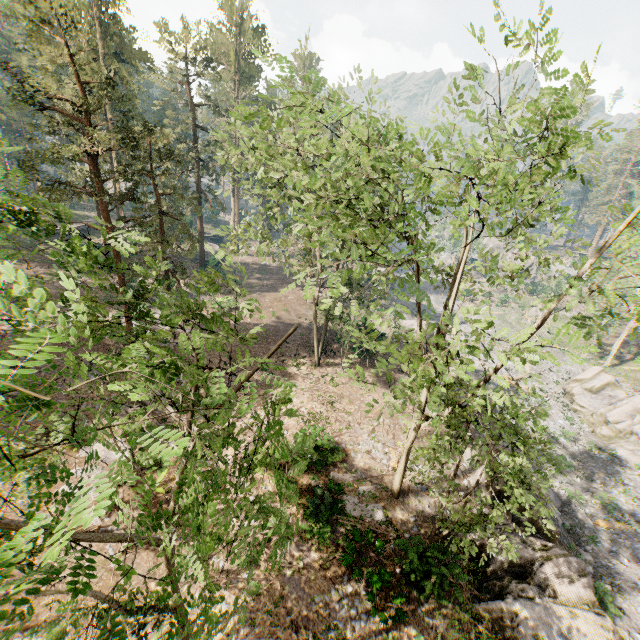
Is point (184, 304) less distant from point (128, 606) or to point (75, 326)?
point (75, 326)

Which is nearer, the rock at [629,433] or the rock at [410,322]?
the rock at [629,433]

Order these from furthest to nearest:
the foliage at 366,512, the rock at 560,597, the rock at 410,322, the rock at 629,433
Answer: the rock at 410,322, the rock at 629,433, the foliage at 366,512, the rock at 560,597

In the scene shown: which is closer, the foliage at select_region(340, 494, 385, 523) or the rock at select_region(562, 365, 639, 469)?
the foliage at select_region(340, 494, 385, 523)

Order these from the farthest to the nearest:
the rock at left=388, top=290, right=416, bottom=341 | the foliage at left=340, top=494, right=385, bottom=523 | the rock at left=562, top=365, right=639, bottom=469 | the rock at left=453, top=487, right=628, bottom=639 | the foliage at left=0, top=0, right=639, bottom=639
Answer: the rock at left=388, top=290, right=416, bottom=341, the rock at left=562, top=365, right=639, bottom=469, the foliage at left=340, top=494, right=385, bottom=523, the rock at left=453, top=487, right=628, bottom=639, the foliage at left=0, top=0, right=639, bottom=639

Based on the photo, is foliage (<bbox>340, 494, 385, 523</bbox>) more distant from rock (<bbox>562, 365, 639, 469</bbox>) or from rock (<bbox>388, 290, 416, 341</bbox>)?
rock (<bbox>388, 290, 416, 341</bbox>)
